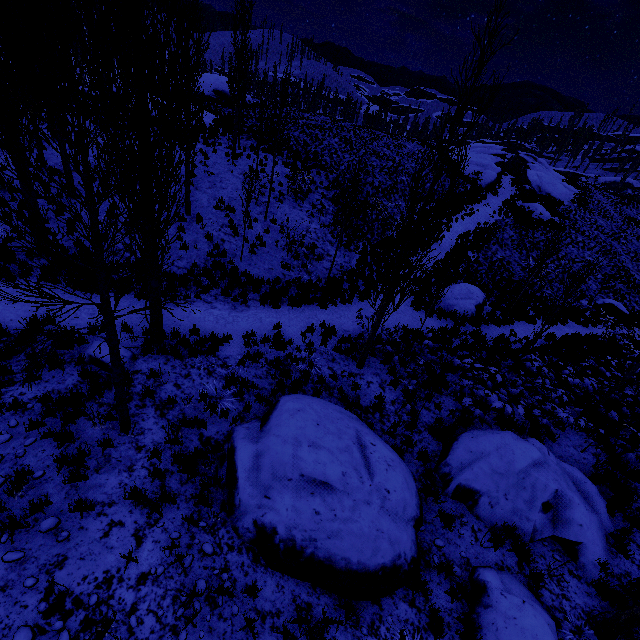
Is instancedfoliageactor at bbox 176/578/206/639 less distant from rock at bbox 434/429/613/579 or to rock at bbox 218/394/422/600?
rock at bbox 434/429/613/579

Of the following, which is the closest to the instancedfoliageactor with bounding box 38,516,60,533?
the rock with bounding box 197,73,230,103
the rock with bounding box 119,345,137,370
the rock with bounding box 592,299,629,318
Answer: the rock with bounding box 119,345,137,370

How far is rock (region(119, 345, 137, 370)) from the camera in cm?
740

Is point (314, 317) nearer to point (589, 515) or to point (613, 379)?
point (589, 515)

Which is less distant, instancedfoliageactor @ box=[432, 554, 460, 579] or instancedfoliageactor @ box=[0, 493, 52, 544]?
instancedfoliageactor @ box=[0, 493, 52, 544]

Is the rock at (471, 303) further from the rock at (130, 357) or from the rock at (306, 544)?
the rock at (130, 357)

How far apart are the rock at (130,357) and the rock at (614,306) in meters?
25.2

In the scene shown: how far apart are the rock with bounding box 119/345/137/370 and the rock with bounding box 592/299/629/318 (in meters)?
25.16
